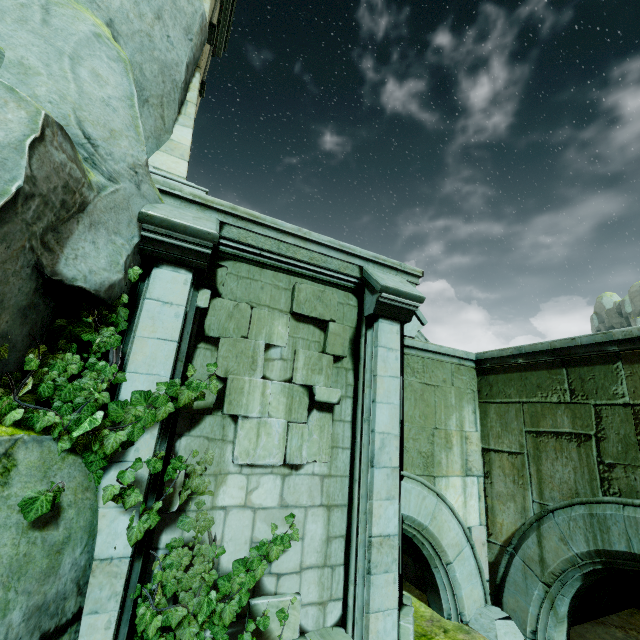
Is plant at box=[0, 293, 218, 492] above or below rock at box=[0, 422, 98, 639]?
above

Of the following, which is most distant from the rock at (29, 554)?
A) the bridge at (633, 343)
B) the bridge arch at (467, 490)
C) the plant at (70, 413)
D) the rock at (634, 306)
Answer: the rock at (634, 306)

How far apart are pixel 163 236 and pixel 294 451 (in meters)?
3.36

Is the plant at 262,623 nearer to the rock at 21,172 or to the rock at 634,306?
the rock at 21,172

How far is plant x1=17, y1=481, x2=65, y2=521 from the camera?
2.5 meters

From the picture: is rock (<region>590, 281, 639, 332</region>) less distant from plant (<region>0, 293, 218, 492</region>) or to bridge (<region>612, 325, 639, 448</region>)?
bridge (<region>612, 325, 639, 448</region>)

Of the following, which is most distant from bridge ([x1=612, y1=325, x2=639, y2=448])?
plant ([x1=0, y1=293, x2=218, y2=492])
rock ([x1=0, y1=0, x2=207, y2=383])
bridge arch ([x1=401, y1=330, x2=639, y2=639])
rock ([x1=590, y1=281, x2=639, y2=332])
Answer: rock ([x1=590, y1=281, x2=639, y2=332])

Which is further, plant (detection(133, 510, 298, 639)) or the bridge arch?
the bridge arch
